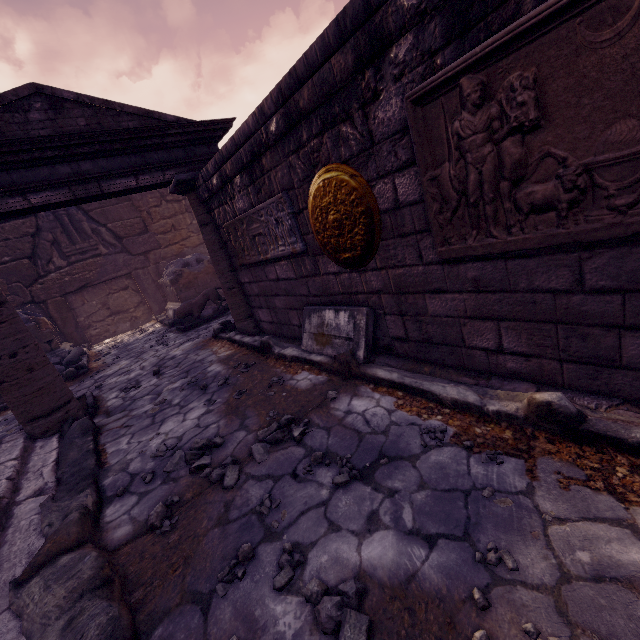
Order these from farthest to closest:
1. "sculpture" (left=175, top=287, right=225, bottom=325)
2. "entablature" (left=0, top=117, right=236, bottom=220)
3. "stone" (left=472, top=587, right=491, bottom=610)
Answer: "sculpture" (left=175, top=287, right=225, bottom=325) → "entablature" (left=0, top=117, right=236, bottom=220) → "stone" (left=472, top=587, right=491, bottom=610)

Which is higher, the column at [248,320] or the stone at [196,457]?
the column at [248,320]

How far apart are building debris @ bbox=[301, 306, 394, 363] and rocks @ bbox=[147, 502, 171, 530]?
1.95m

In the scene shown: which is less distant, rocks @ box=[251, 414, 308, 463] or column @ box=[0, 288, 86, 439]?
rocks @ box=[251, 414, 308, 463]

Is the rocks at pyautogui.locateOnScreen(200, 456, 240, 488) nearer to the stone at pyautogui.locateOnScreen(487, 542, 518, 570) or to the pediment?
the stone at pyautogui.locateOnScreen(487, 542, 518, 570)

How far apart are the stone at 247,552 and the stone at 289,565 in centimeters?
18cm

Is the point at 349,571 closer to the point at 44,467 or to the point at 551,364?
the point at 551,364

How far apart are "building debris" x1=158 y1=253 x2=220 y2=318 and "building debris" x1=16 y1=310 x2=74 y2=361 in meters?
2.7 m
